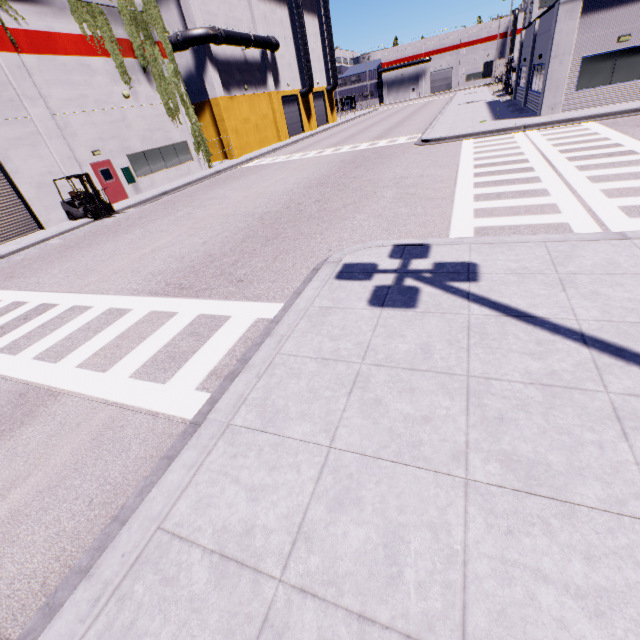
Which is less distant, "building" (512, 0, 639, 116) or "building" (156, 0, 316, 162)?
"building" (512, 0, 639, 116)

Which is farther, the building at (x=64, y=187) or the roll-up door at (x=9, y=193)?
the building at (x=64, y=187)

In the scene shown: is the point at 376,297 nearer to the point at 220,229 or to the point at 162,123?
the point at 220,229

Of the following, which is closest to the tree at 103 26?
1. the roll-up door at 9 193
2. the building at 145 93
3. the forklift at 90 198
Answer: the building at 145 93

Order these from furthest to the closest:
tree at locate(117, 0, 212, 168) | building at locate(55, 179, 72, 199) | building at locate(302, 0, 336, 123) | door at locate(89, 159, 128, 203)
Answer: building at locate(302, 0, 336, 123) → tree at locate(117, 0, 212, 168) → door at locate(89, 159, 128, 203) → building at locate(55, 179, 72, 199)

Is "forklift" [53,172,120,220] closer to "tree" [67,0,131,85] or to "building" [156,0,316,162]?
"building" [156,0,316,162]

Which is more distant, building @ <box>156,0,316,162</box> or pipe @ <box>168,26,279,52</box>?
building @ <box>156,0,316,162</box>

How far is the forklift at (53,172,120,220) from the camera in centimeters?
1640cm
